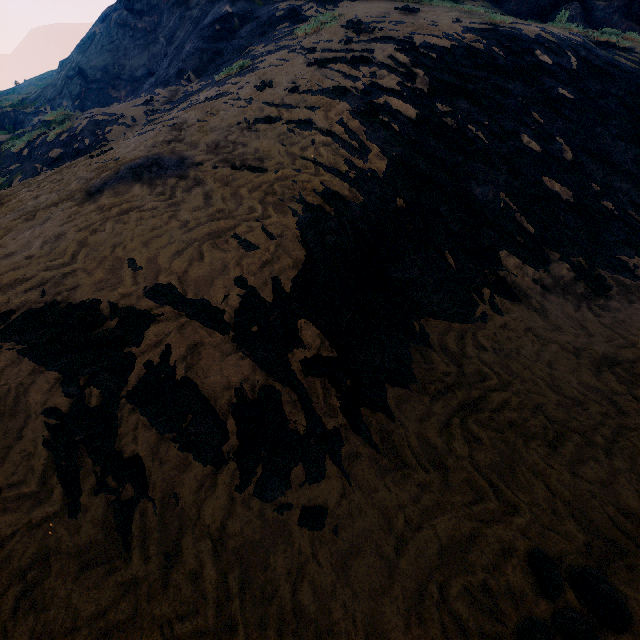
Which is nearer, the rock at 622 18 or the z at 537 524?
the z at 537 524

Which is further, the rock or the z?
the rock

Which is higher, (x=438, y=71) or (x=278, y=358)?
(x=438, y=71)

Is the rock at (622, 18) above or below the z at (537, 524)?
above

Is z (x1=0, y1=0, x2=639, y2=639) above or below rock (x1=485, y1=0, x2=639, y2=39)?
below
